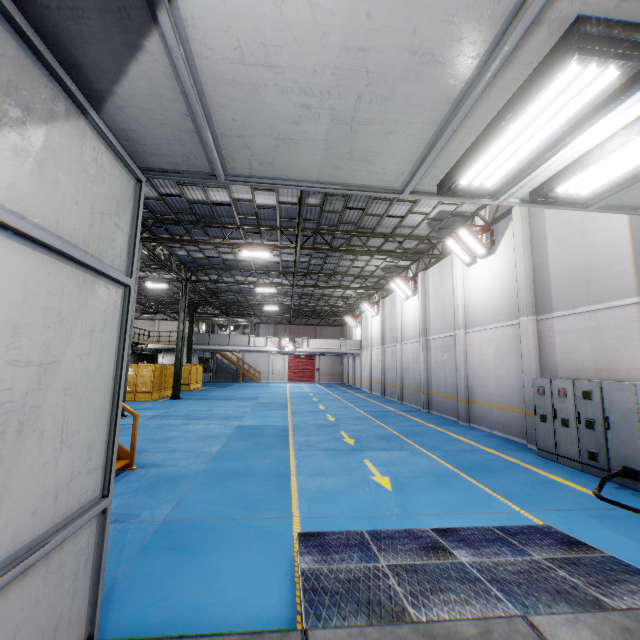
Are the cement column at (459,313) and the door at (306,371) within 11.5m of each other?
no

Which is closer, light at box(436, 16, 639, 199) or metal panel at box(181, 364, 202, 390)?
light at box(436, 16, 639, 199)

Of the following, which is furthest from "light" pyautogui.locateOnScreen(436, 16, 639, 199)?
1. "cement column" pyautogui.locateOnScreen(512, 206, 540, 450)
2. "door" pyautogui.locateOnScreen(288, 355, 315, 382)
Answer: "door" pyautogui.locateOnScreen(288, 355, 315, 382)

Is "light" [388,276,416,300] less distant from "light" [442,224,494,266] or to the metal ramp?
"light" [442,224,494,266]

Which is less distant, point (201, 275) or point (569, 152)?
point (569, 152)

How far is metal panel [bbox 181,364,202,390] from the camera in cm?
2794

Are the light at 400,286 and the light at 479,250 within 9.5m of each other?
yes

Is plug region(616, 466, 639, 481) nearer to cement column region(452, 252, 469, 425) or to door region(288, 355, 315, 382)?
cement column region(452, 252, 469, 425)
